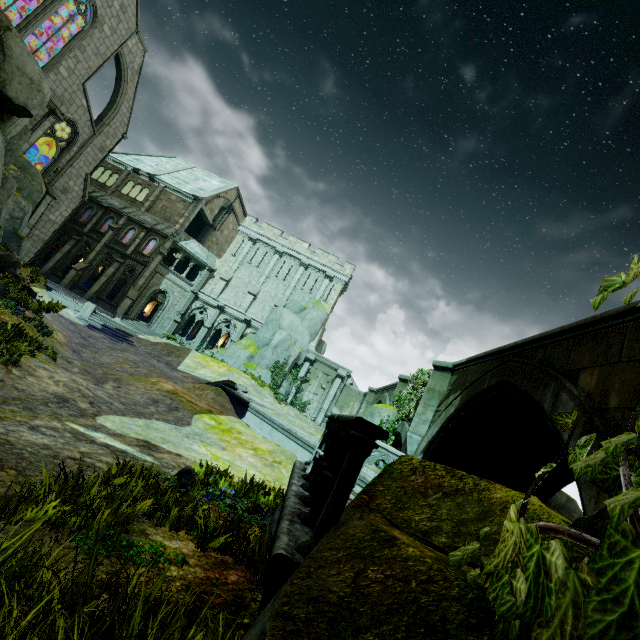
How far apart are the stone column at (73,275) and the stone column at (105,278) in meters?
1.7 m

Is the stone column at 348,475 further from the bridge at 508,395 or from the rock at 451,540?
the bridge at 508,395

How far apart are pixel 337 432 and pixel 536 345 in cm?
662

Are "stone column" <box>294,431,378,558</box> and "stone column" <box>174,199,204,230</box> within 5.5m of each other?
no

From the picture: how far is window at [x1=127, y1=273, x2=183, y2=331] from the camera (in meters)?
30.66

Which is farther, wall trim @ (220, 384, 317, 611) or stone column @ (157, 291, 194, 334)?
stone column @ (157, 291, 194, 334)

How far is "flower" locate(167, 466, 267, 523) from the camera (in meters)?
4.62

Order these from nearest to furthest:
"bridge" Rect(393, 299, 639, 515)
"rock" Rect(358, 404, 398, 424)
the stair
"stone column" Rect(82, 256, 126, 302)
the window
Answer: "bridge" Rect(393, 299, 639, 515), "rock" Rect(358, 404, 398, 424), the stair, "stone column" Rect(82, 256, 126, 302), the window
